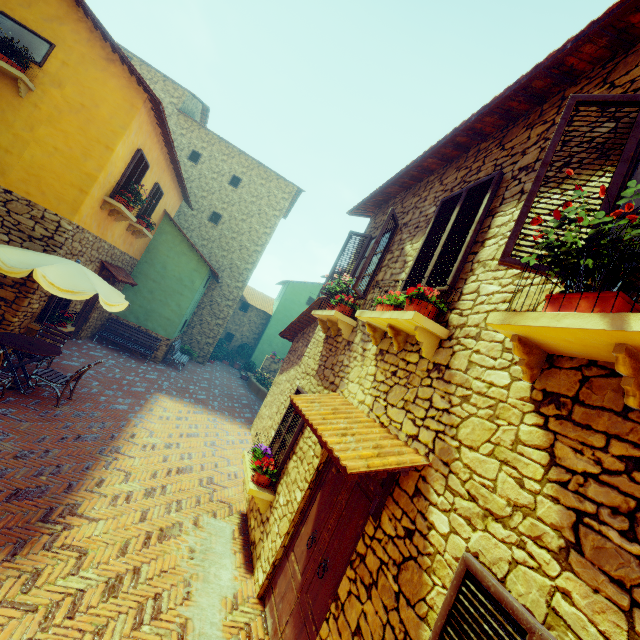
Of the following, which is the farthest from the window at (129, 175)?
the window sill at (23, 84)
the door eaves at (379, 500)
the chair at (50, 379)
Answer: the chair at (50, 379)

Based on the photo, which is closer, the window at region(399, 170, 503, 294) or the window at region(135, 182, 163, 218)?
the window at region(399, 170, 503, 294)

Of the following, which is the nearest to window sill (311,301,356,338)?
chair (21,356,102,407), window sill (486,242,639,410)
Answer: window sill (486,242,639,410)

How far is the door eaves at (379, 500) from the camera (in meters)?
2.80

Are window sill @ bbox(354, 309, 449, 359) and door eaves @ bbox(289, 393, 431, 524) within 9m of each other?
yes

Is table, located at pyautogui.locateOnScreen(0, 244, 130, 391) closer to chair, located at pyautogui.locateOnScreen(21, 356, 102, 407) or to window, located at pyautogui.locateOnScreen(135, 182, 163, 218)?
chair, located at pyautogui.locateOnScreen(21, 356, 102, 407)

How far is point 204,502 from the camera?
6.11m

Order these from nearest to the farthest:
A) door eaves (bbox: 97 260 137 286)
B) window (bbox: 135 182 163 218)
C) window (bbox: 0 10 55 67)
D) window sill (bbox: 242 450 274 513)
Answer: window sill (bbox: 242 450 274 513)
window (bbox: 0 10 55 67)
door eaves (bbox: 97 260 137 286)
window (bbox: 135 182 163 218)
